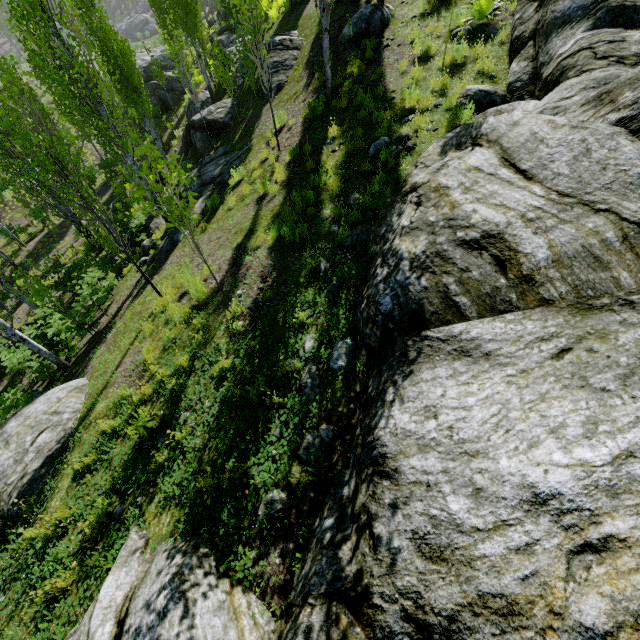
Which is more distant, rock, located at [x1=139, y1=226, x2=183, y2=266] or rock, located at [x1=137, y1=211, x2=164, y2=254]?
rock, located at [x1=137, y1=211, x2=164, y2=254]

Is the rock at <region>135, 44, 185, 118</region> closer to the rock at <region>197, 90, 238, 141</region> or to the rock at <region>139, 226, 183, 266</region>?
the rock at <region>197, 90, 238, 141</region>

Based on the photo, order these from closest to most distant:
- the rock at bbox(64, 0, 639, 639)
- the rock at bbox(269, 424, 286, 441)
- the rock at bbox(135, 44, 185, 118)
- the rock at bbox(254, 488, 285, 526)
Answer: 1. the rock at bbox(64, 0, 639, 639)
2. the rock at bbox(254, 488, 285, 526)
3. the rock at bbox(269, 424, 286, 441)
4. the rock at bbox(135, 44, 185, 118)

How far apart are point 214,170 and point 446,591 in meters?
13.5

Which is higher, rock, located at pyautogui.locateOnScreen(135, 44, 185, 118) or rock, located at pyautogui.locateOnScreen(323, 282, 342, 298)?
rock, located at pyautogui.locateOnScreen(323, 282, 342, 298)

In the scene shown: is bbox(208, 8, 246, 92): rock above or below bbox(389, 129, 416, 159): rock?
below

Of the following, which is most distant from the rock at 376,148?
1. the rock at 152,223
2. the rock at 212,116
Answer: the rock at 212,116

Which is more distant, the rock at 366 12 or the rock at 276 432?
the rock at 366 12
